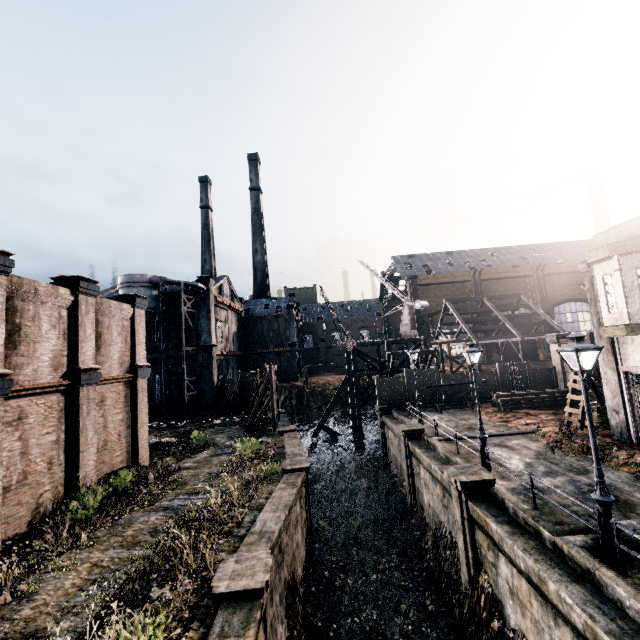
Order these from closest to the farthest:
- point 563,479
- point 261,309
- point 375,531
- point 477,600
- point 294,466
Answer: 1. point 477,600
2. point 563,479
3. point 294,466
4. point 375,531
5. point 261,309

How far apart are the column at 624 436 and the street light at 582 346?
10.53m

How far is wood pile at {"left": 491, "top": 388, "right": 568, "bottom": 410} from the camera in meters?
25.4

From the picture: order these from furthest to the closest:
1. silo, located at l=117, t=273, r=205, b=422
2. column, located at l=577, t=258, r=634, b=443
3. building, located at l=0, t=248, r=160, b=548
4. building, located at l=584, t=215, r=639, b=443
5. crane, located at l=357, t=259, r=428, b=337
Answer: crane, located at l=357, t=259, r=428, b=337, silo, located at l=117, t=273, r=205, b=422, column, located at l=577, t=258, r=634, b=443, building, located at l=584, t=215, r=639, b=443, building, located at l=0, t=248, r=160, b=548

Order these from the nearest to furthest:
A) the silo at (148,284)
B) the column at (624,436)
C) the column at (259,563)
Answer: the column at (259,563) < the column at (624,436) < the silo at (148,284)

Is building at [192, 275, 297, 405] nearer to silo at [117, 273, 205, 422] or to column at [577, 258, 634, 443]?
silo at [117, 273, 205, 422]

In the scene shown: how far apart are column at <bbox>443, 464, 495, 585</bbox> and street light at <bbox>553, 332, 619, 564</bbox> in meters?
4.2

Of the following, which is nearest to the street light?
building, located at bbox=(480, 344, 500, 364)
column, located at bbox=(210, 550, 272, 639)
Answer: column, located at bbox=(210, 550, 272, 639)
